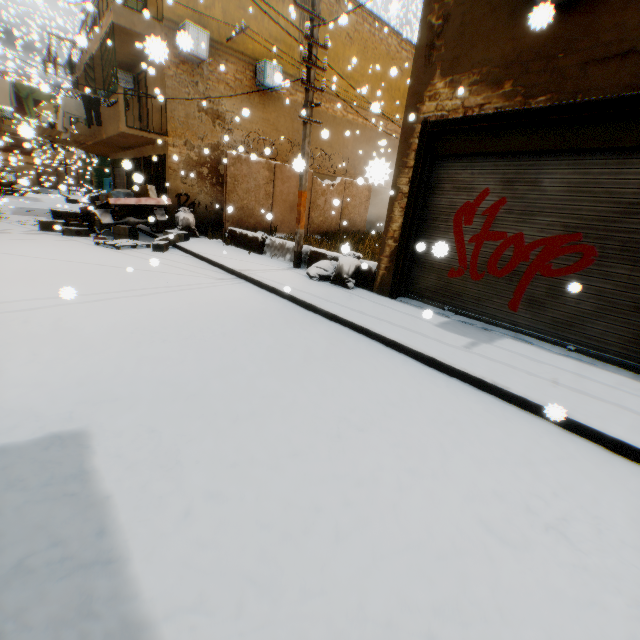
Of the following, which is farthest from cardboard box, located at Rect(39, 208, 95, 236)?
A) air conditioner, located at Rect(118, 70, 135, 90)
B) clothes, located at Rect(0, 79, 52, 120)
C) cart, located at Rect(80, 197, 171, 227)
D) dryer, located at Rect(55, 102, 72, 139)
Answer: air conditioner, located at Rect(118, 70, 135, 90)

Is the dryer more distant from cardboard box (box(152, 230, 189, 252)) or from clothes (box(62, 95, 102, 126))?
cardboard box (box(152, 230, 189, 252))

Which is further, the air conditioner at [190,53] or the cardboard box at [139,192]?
the cardboard box at [139,192]

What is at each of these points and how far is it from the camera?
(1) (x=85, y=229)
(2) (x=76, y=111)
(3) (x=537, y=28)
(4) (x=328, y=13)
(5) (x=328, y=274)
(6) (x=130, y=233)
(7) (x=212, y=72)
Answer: (1) cardboard box, 11.2m
(2) clothes, 11.0m
(3) building, 2.8m
(4) building, 14.5m
(5) trash bag, 7.7m
(6) cardboard box, 11.1m
(7) building, 12.2m

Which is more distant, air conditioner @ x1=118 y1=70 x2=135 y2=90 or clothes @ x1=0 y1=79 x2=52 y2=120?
air conditioner @ x1=118 y1=70 x2=135 y2=90

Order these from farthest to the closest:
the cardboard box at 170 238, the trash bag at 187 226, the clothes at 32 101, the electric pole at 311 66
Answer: the trash bag at 187 226
the cardboard box at 170 238
the clothes at 32 101
the electric pole at 311 66

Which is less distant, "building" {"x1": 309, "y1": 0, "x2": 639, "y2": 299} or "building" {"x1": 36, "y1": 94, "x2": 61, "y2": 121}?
"building" {"x1": 309, "y1": 0, "x2": 639, "y2": 299}

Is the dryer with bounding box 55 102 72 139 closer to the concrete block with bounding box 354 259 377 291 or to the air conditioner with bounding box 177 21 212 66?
the air conditioner with bounding box 177 21 212 66
